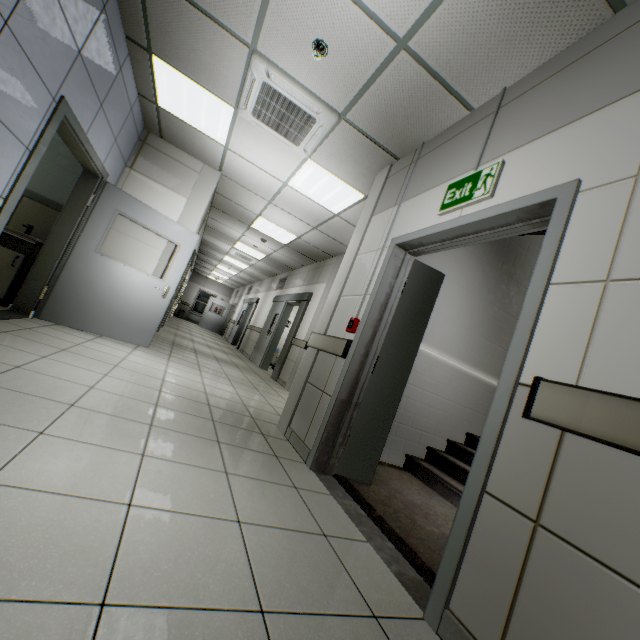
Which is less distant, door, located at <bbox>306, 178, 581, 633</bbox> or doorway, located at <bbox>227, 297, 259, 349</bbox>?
door, located at <bbox>306, 178, 581, 633</bbox>

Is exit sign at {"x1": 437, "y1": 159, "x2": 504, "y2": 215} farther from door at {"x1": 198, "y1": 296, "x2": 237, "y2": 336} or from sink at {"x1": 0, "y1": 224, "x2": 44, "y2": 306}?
door at {"x1": 198, "y1": 296, "x2": 237, "y2": 336}

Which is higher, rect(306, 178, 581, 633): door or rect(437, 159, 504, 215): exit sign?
rect(437, 159, 504, 215): exit sign

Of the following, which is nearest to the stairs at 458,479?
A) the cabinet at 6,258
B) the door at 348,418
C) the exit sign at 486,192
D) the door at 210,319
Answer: the door at 348,418

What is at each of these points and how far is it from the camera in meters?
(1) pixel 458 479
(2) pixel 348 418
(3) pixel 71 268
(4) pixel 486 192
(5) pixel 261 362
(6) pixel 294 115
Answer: (1) stairs, 3.7
(2) door, 2.8
(3) door, 4.3
(4) exit sign, 2.1
(5) doorway, 9.4
(6) air conditioning vent, 3.5

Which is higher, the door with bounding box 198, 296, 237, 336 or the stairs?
the door with bounding box 198, 296, 237, 336

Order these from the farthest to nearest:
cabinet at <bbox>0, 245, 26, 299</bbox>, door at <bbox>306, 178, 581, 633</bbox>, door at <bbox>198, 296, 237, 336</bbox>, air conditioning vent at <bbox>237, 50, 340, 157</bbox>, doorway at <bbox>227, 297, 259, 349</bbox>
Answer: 1. door at <bbox>198, 296, 237, 336</bbox>
2. doorway at <bbox>227, 297, 259, 349</bbox>
3. cabinet at <bbox>0, 245, 26, 299</bbox>
4. air conditioning vent at <bbox>237, 50, 340, 157</bbox>
5. door at <bbox>306, 178, 581, 633</bbox>

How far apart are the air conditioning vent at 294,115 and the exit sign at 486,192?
1.57m
